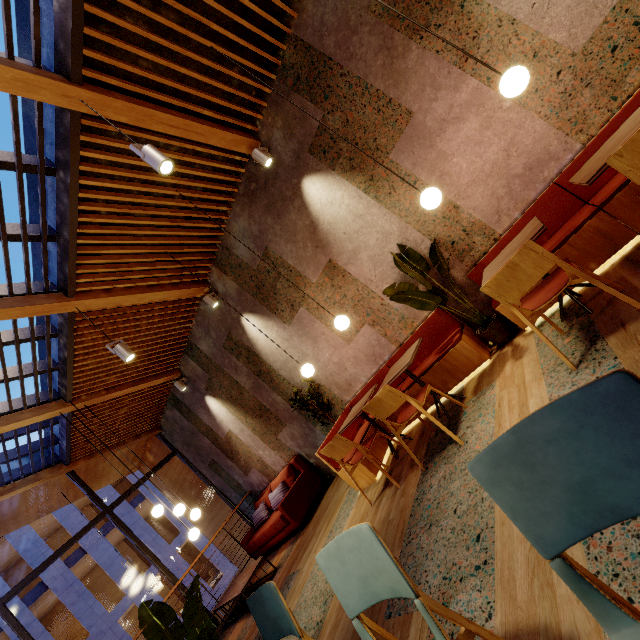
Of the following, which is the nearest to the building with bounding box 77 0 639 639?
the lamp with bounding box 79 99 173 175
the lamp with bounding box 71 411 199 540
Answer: the lamp with bounding box 71 411 199 540

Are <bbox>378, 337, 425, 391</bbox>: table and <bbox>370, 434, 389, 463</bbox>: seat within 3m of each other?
yes

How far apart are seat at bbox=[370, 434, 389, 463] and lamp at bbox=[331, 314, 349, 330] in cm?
108

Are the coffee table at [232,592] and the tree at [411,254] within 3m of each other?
no

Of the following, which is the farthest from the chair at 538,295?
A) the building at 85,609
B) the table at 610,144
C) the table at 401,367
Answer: the building at 85,609

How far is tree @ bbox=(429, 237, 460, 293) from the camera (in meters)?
3.59

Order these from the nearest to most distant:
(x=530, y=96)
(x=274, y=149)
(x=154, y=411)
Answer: (x=530, y=96)
(x=274, y=149)
(x=154, y=411)

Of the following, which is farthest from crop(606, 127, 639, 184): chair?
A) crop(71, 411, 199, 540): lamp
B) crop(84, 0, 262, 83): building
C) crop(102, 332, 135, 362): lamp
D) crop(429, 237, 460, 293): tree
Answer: crop(71, 411, 199, 540): lamp
